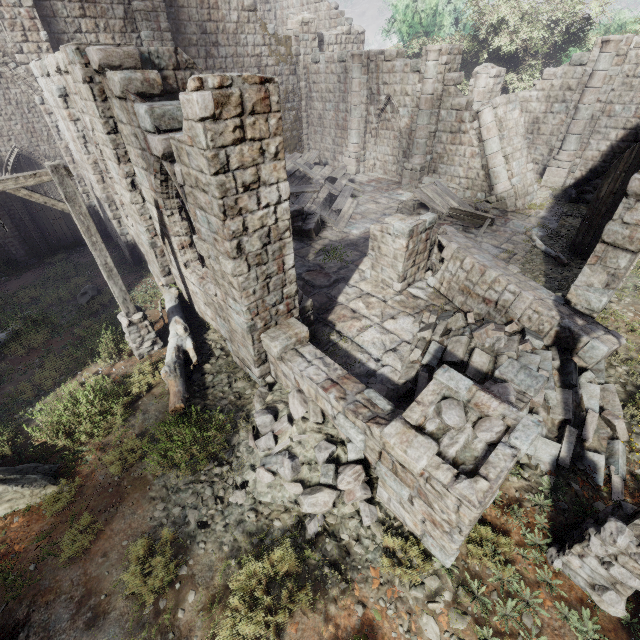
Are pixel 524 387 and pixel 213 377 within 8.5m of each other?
yes

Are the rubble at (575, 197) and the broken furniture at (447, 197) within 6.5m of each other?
yes

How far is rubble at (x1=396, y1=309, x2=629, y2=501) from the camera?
5.49m

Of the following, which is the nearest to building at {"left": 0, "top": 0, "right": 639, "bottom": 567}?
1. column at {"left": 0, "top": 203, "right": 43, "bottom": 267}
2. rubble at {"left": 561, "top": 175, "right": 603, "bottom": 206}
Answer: rubble at {"left": 561, "top": 175, "right": 603, "bottom": 206}

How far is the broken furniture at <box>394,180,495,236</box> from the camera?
13.17m

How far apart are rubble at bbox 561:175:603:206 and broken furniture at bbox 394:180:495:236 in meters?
4.9

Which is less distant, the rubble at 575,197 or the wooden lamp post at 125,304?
the wooden lamp post at 125,304

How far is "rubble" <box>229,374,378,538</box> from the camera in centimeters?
511cm
